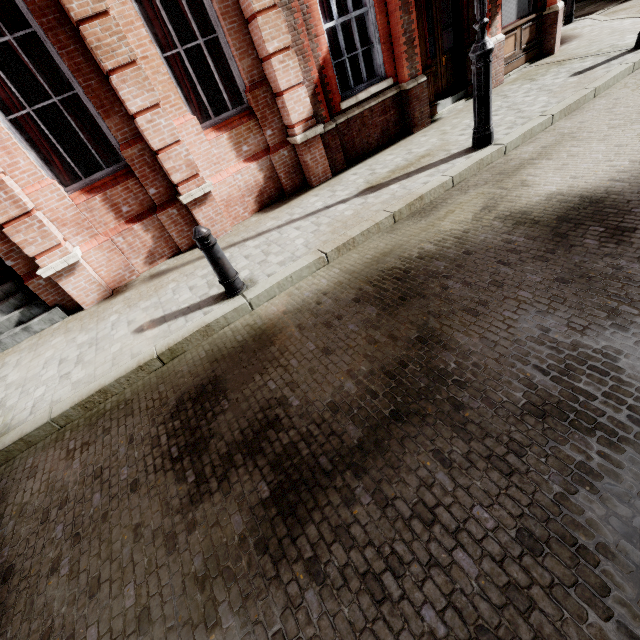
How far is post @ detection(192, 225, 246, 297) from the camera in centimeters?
384cm

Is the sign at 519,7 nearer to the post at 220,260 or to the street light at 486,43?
the street light at 486,43

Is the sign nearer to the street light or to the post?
the street light

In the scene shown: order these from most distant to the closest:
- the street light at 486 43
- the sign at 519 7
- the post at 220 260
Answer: the sign at 519 7
the street light at 486 43
the post at 220 260

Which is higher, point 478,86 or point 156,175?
point 156,175

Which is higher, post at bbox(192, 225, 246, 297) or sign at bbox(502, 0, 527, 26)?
sign at bbox(502, 0, 527, 26)

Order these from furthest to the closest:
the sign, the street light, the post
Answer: the sign, the street light, the post
